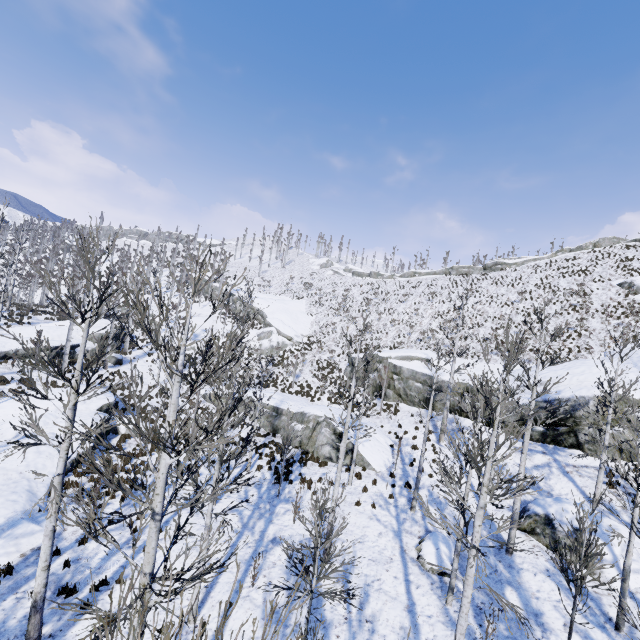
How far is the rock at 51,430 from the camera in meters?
17.3 m

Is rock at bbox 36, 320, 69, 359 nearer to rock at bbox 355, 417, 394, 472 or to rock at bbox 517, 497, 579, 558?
rock at bbox 355, 417, 394, 472

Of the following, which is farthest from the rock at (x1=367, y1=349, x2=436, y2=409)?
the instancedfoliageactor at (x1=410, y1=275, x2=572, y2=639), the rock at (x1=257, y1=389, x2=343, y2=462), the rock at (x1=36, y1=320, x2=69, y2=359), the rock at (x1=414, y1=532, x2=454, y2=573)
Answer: the rock at (x1=36, y1=320, x2=69, y2=359)

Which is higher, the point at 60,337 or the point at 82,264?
the point at 82,264

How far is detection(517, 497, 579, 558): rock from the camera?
12.16m

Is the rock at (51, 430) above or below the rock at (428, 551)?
below

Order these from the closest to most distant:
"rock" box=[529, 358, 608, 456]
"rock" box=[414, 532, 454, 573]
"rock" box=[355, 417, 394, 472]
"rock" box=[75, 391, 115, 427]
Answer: "rock" box=[414, 532, 454, 573]
"rock" box=[529, 358, 608, 456]
"rock" box=[355, 417, 394, 472]
"rock" box=[75, 391, 115, 427]
